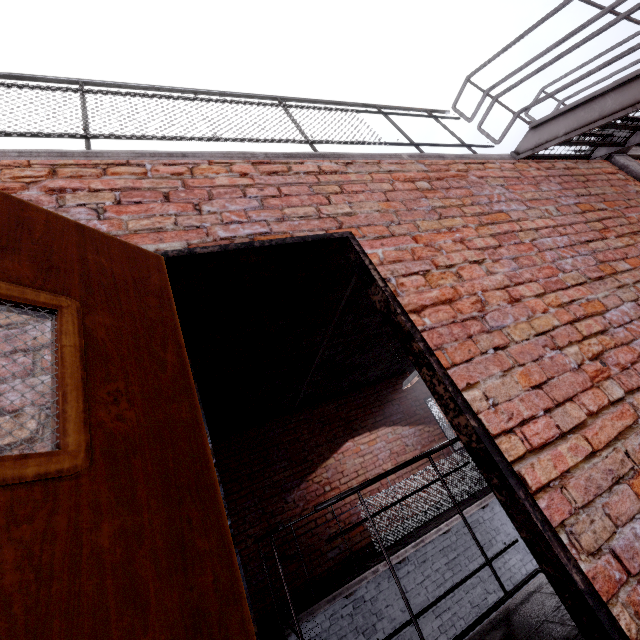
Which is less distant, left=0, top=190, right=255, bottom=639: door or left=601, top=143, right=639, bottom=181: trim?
left=0, top=190, right=255, bottom=639: door

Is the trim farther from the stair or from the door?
the door

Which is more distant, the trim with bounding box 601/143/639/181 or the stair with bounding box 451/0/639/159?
the trim with bounding box 601/143/639/181

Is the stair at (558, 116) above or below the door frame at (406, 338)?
above

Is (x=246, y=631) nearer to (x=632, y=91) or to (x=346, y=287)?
(x=346, y=287)

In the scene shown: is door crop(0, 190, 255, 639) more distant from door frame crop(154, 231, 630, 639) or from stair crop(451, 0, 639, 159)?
stair crop(451, 0, 639, 159)

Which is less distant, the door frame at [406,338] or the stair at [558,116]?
the door frame at [406,338]

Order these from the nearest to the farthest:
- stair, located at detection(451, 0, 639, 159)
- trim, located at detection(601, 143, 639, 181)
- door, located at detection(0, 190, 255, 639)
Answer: door, located at detection(0, 190, 255, 639)
stair, located at detection(451, 0, 639, 159)
trim, located at detection(601, 143, 639, 181)
